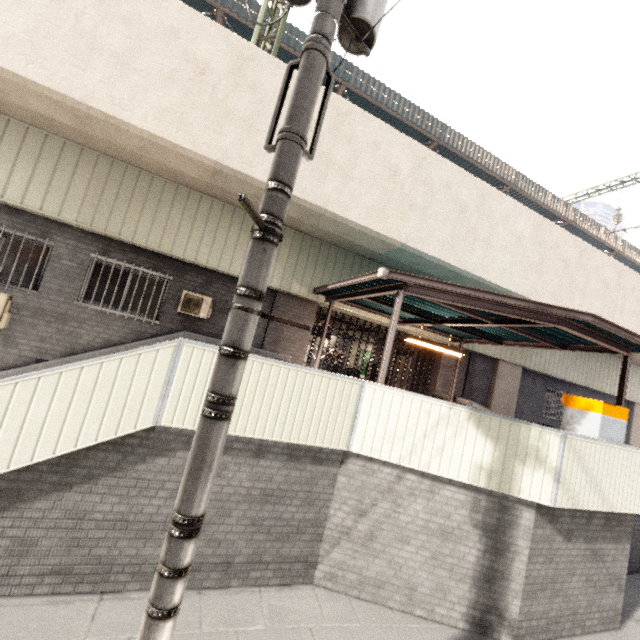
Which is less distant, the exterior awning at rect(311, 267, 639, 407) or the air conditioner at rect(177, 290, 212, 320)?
the exterior awning at rect(311, 267, 639, 407)

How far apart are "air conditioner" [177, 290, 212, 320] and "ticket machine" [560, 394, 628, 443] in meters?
8.4

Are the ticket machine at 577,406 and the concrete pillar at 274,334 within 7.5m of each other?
yes

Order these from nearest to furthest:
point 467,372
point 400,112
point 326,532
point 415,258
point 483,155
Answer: point 326,532 → point 415,258 → point 467,372 → point 400,112 → point 483,155

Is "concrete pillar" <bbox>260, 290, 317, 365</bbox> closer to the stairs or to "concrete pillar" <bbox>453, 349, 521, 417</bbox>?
the stairs

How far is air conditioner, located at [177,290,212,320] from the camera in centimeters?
836cm

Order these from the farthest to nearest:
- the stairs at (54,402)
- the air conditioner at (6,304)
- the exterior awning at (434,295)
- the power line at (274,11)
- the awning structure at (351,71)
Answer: the awning structure at (351,71), the power line at (274,11), the air conditioner at (6,304), the exterior awning at (434,295), the stairs at (54,402)

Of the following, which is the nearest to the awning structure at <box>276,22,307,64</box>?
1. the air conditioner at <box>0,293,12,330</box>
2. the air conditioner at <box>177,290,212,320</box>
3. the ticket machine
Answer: the air conditioner at <box>177,290,212,320</box>
